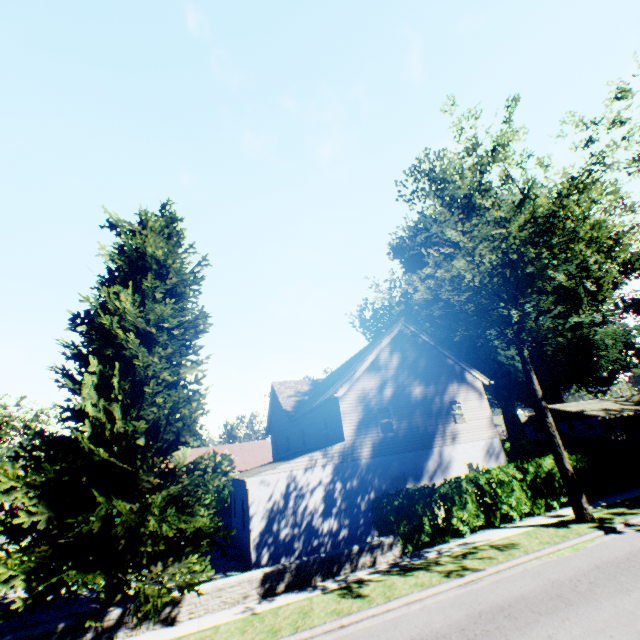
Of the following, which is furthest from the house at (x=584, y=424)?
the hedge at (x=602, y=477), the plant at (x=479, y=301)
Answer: the hedge at (x=602, y=477)

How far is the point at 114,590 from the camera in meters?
9.6 m

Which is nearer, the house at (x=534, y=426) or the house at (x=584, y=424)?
the house at (x=584, y=424)

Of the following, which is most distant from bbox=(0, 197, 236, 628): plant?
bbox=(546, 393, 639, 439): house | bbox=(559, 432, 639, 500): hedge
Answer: bbox=(559, 432, 639, 500): hedge

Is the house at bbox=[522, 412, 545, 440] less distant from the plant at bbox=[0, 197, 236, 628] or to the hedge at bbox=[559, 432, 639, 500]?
the plant at bbox=[0, 197, 236, 628]

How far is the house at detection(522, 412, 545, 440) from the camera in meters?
43.0
